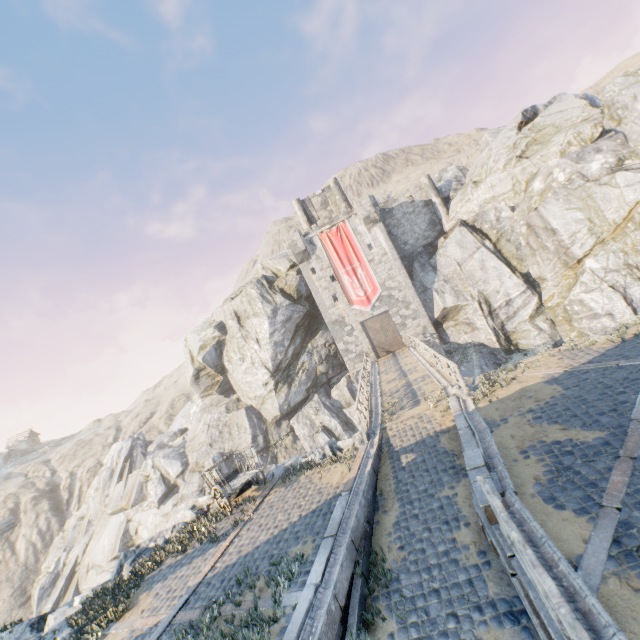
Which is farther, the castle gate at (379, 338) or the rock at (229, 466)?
the castle gate at (379, 338)

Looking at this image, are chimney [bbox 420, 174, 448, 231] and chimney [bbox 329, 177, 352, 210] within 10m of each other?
yes

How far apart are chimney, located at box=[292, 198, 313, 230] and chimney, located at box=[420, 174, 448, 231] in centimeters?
1189cm

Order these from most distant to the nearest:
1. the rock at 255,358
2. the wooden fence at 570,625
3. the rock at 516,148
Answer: the rock at 516,148
the rock at 255,358
the wooden fence at 570,625

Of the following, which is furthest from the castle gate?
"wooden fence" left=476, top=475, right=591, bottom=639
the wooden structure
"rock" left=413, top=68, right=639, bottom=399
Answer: the wooden structure

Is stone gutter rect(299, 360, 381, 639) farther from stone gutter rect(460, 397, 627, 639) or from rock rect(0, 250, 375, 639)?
stone gutter rect(460, 397, 627, 639)

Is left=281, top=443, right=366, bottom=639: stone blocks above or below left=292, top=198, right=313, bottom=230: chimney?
below

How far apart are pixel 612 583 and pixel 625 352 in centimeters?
864cm
